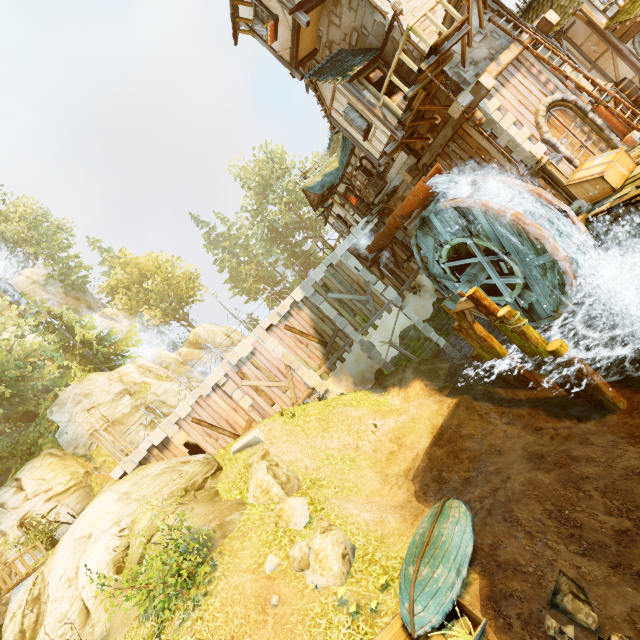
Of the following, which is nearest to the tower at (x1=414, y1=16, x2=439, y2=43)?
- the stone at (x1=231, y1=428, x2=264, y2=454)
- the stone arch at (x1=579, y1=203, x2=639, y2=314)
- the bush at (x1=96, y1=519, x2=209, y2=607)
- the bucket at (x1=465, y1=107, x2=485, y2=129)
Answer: the stone arch at (x1=579, y1=203, x2=639, y2=314)

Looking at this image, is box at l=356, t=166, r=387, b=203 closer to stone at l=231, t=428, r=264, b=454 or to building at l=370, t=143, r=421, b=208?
building at l=370, t=143, r=421, b=208

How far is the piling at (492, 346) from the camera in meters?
12.9

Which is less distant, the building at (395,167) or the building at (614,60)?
the building at (614,60)

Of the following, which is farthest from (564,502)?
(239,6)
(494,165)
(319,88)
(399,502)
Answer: (239,6)

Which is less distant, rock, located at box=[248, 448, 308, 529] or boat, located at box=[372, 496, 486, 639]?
boat, located at box=[372, 496, 486, 639]

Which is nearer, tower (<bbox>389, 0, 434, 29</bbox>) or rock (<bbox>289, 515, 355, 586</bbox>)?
rock (<bbox>289, 515, 355, 586</bbox>)

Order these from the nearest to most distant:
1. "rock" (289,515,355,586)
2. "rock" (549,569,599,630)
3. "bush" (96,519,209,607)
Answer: "rock" (549,569,599,630), "bush" (96,519,209,607), "rock" (289,515,355,586)
